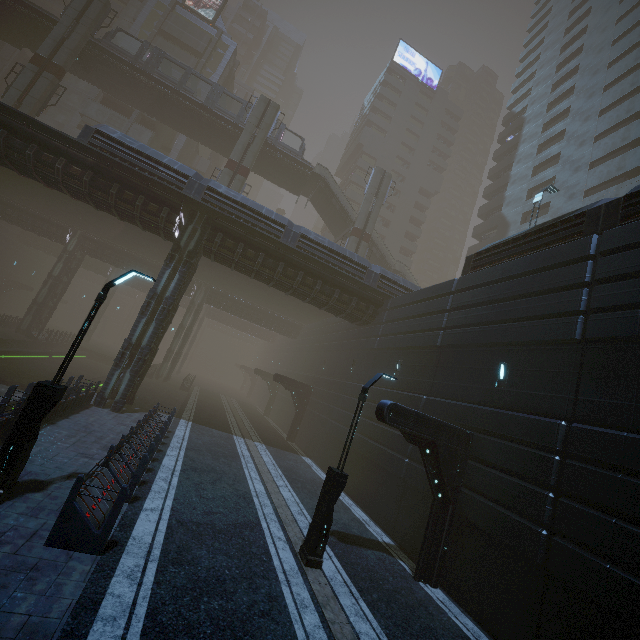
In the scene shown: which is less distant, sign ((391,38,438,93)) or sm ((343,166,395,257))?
sm ((343,166,395,257))

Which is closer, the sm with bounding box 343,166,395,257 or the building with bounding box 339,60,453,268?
the sm with bounding box 343,166,395,257

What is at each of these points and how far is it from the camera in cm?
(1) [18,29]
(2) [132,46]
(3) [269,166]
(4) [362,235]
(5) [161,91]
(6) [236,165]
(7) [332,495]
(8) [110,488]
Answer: (1) bridge, 2973
(2) building, 3919
(3) bridge, 3606
(4) sm, 3409
(5) bridge, 3136
(6) sm, 3048
(7) street light, 898
(8) building, 794

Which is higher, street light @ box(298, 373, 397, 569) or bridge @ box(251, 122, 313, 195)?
bridge @ box(251, 122, 313, 195)

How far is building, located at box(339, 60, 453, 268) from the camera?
53.28m

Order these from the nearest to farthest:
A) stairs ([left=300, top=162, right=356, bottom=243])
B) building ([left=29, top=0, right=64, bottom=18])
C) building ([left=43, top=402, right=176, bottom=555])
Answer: building ([left=43, top=402, right=176, bottom=555]) < stairs ([left=300, top=162, right=356, bottom=243]) < building ([left=29, top=0, right=64, bottom=18])

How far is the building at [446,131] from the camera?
53.28m

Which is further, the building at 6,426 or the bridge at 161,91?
the bridge at 161,91
